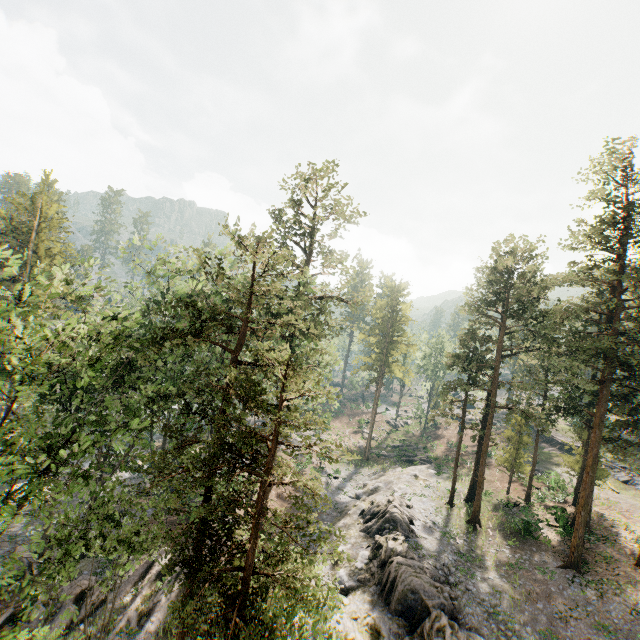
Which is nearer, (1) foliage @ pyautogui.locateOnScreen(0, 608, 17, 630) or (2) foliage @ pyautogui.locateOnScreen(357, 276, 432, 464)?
(1) foliage @ pyautogui.locateOnScreen(0, 608, 17, 630)

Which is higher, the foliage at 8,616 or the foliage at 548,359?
the foliage at 548,359

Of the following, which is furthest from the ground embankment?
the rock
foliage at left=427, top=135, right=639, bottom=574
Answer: the rock

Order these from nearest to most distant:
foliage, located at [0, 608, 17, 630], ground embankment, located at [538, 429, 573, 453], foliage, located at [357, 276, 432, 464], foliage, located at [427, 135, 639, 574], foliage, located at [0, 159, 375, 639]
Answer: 1. foliage, located at [0, 159, 375, 639]
2. foliage, located at [0, 608, 17, 630]
3. foliage, located at [427, 135, 639, 574]
4. ground embankment, located at [538, 429, 573, 453]
5. foliage, located at [357, 276, 432, 464]

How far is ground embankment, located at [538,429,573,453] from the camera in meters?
46.1 m

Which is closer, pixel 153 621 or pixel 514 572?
pixel 153 621

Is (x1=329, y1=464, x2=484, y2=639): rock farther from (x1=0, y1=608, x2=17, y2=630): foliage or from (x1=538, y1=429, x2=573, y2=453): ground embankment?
(x1=538, y1=429, x2=573, y2=453): ground embankment
